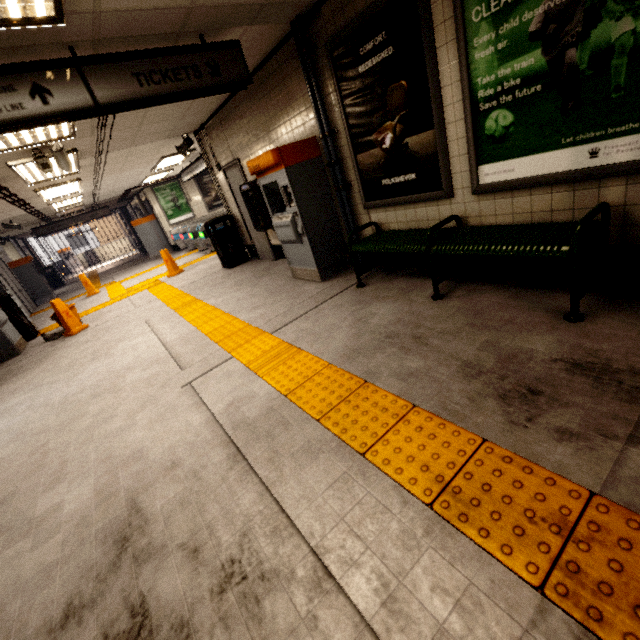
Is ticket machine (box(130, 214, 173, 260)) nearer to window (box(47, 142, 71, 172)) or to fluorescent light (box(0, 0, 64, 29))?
window (box(47, 142, 71, 172))

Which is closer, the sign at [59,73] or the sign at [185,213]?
the sign at [59,73]

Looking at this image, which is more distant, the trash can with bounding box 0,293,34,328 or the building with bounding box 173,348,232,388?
the trash can with bounding box 0,293,34,328

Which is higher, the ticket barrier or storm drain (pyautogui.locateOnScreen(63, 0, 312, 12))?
storm drain (pyautogui.locateOnScreen(63, 0, 312, 12))

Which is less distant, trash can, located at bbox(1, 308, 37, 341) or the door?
the door

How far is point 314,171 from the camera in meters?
A: 4.4

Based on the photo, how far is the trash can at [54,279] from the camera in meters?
17.6

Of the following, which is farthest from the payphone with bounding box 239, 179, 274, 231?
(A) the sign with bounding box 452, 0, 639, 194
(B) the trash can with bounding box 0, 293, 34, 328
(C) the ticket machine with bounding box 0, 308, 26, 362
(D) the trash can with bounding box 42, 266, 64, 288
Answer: (D) the trash can with bounding box 42, 266, 64, 288
